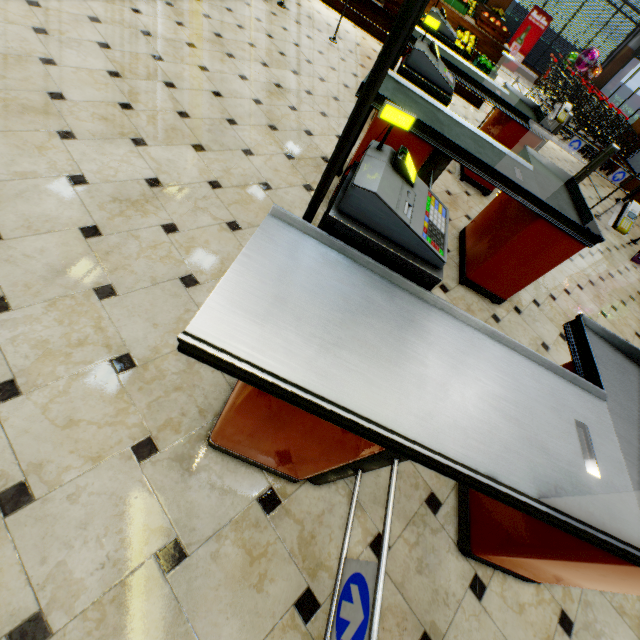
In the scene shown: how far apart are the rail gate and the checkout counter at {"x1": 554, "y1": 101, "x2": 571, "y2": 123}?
2.4 meters

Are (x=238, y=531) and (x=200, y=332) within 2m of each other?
yes

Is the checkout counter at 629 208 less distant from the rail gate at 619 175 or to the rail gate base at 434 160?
the rail gate base at 434 160

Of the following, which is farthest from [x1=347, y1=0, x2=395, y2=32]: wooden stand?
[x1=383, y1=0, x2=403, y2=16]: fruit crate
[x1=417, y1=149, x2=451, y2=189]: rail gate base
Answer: [x1=417, y1=149, x2=451, y2=189]: rail gate base

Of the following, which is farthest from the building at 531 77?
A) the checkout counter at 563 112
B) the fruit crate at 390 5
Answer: the checkout counter at 563 112

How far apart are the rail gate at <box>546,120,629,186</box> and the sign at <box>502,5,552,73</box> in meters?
9.4

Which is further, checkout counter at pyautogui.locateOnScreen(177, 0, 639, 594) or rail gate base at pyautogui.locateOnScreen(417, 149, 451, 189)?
rail gate base at pyautogui.locateOnScreen(417, 149, 451, 189)

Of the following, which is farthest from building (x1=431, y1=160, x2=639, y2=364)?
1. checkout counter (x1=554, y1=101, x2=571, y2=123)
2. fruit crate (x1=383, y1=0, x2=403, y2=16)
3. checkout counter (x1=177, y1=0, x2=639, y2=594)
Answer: checkout counter (x1=554, y1=101, x2=571, y2=123)
